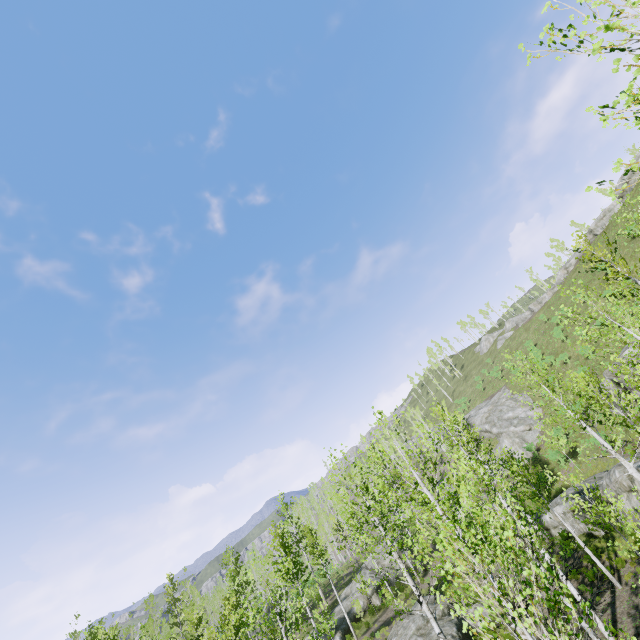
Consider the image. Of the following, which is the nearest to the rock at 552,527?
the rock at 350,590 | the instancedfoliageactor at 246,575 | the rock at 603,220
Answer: the instancedfoliageactor at 246,575

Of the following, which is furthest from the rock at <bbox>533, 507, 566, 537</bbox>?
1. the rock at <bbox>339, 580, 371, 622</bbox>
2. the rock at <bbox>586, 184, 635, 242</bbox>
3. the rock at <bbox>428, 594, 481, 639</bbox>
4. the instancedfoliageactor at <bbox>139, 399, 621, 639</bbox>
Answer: the rock at <bbox>586, 184, 635, 242</bbox>

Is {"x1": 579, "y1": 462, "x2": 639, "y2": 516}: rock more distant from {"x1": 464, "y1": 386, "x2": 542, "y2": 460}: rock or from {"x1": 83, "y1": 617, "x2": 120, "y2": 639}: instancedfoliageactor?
{"x1": 464, "y1": 386, "x2": 542, "y2": 460}: rock

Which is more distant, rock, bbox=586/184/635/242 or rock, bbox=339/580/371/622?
rock, bbox=586/184/635/242

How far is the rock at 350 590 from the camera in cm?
2918

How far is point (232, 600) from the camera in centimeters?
2538cm

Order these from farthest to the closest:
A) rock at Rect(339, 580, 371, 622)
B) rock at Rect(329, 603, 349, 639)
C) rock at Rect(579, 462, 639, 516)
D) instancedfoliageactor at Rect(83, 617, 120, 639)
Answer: rock at Rect(339, 580, 371, 622) < rock at Rect(329, 603, 349, 639) < instancedfoliageactor at Rect(83, 617, 120, 639) < rock at Rect(579, 462, 639, 516)

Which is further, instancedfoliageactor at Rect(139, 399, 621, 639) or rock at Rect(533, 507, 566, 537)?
rock at Rect(533, 507, 566, 537)
